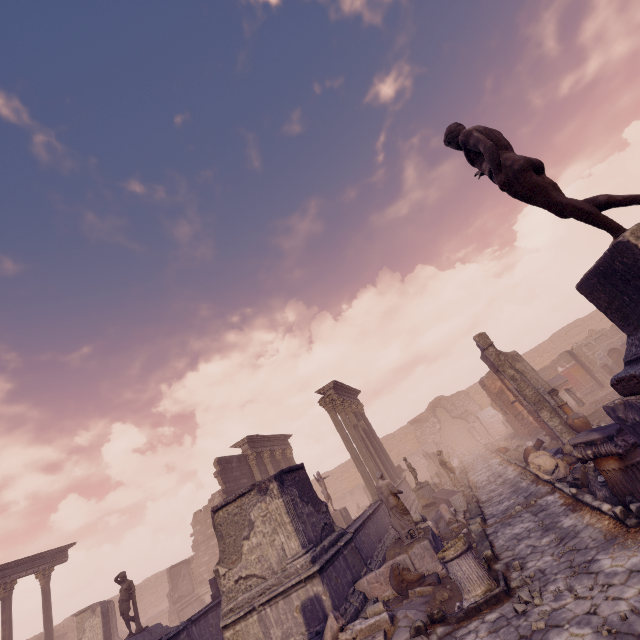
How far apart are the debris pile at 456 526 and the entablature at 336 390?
8.0m

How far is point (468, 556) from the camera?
6.0 meters

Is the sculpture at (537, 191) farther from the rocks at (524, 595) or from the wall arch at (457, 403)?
the wall arch at (457, 403)

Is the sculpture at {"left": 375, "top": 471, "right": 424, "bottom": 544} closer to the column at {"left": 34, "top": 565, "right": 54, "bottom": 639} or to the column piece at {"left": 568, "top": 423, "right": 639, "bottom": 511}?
the column piece at {"left": 568, "top": 423, "right": 639, "bottom": 511}

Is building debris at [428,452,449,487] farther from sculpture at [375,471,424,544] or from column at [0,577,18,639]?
column at [0,577,18,639]

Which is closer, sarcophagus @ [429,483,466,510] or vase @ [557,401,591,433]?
vase @ [557,401,591,433]

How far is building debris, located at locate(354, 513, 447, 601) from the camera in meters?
7.9 m

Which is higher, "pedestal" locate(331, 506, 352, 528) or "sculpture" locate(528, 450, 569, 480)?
"pedestal" locate(331, 506, 352, 528)
